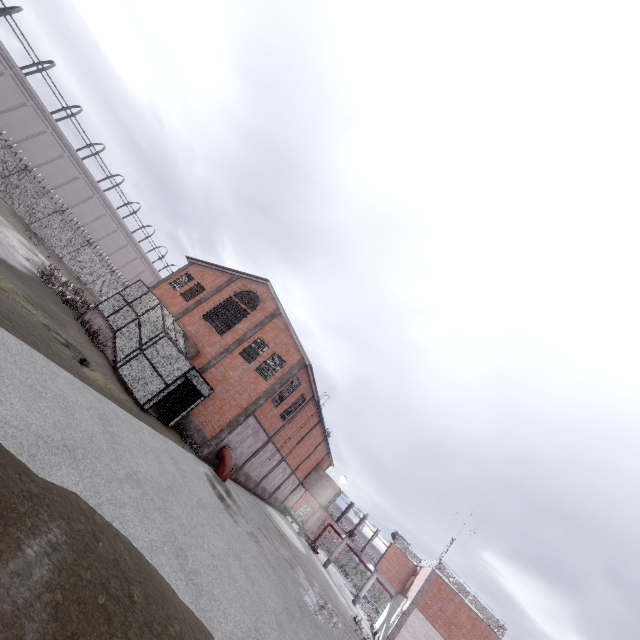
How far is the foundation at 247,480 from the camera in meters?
25.4 m

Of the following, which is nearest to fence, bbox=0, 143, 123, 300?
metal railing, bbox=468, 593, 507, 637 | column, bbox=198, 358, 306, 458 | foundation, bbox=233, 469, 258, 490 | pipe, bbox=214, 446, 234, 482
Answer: metal railing, bbox=468, 593, 507, 637

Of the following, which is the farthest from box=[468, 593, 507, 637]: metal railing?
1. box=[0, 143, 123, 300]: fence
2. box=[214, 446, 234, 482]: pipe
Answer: box=[214, 446, 234, 482]: pipe

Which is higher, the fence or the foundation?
the fence

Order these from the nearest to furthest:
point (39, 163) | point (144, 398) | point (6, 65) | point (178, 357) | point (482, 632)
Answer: point (144, 398)
point (178, 357)
point (482, 632)
point (6, 65)
point (39, 163)

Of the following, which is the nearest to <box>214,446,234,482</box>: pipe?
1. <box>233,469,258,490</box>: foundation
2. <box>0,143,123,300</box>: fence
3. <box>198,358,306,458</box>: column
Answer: <box>198,358,306,458</box>: column

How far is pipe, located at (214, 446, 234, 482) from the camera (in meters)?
20.12

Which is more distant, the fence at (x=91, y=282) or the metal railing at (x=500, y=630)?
the fence at (x=91, y=282)
